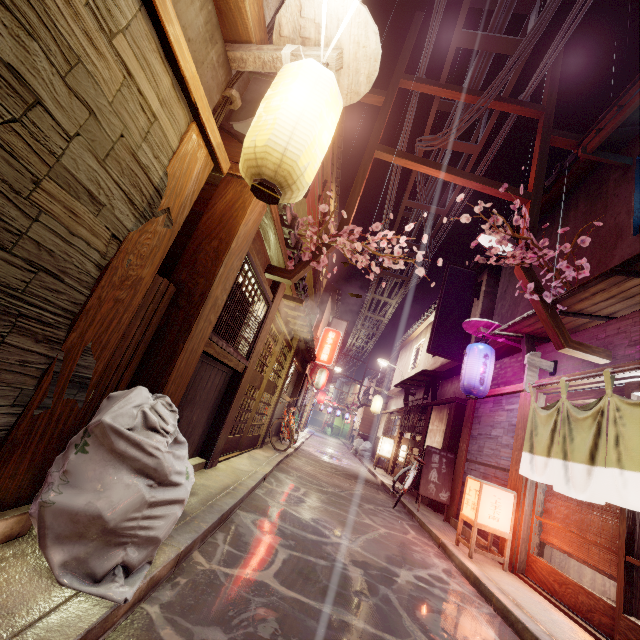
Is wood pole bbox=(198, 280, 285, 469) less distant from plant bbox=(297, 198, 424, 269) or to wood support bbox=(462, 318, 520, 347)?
plant bbox=(297, 198, 424, 269)

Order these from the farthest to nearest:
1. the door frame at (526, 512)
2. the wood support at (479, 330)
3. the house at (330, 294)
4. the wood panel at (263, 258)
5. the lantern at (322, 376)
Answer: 1. the lantern at (322, 376)
2. the house at (330, 294)
3. the wood support at (479, 330)
4. the wood panel at (263, 258)
5. the door frame at (526, 512)

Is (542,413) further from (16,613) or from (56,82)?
(56,82)

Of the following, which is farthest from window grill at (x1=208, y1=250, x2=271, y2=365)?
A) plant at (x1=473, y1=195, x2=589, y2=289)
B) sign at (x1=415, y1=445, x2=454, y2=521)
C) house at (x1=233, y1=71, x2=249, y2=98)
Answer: sign at (x1=415, y1=445, x2=454, y2=521)

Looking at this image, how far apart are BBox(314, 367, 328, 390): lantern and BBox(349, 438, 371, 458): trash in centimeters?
1064cm

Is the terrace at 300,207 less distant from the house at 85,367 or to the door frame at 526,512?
the house at 85,367

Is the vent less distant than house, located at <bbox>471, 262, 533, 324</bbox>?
Yes

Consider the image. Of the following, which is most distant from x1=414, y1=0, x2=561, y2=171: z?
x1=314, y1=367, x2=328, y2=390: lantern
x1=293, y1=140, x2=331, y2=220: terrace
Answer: x1=314, y1=367, x2=328, y2=390: lantern
